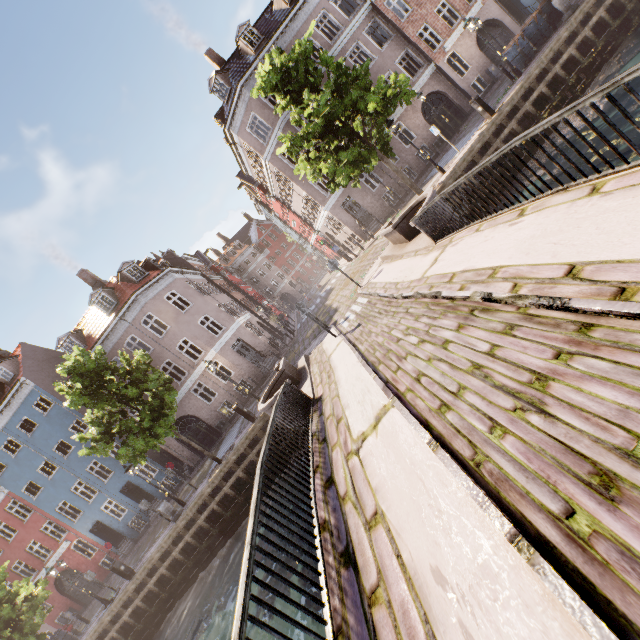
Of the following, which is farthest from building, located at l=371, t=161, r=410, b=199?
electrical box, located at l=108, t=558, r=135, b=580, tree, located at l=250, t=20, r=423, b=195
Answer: electrical box, located at l=108, t=558, r=135, b=580

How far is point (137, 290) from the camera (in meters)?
22.38

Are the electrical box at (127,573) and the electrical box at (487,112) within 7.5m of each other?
no

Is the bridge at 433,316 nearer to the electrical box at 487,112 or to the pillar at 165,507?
the electrical box at 487,112

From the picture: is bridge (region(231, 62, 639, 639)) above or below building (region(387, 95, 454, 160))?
below

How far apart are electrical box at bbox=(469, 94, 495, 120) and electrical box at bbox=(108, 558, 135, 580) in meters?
27.7 m

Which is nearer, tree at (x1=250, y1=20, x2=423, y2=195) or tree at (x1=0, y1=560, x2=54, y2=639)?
tree at (x1=250, y1=20, x2=423, y2=195)

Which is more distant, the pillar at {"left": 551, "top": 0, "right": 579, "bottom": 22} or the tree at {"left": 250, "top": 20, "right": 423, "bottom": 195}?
the pillar at {"left": 551, "top": 0, "right": 579, "bottom": 22}
